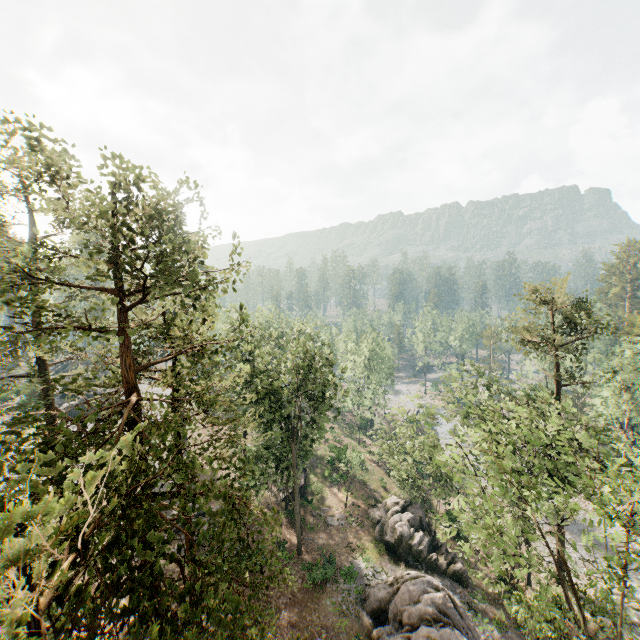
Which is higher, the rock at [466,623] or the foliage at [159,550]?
the foliage at [159,550]

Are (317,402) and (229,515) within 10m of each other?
no

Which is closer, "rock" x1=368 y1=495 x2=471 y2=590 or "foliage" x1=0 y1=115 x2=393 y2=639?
"foliage" x1=0 y1=115 x2=393 y2=639

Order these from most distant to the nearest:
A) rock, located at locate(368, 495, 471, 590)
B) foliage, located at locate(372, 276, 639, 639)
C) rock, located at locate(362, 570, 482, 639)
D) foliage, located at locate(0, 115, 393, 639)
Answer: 1. rock, located at locate(368, 495, 471, 590)
2. rock, located at locate(362, 570, 482, 639)
3. foliage, located at locate(372, 276, 639, 639)
4. foliage, located at locate(0, 115, 393, 639)

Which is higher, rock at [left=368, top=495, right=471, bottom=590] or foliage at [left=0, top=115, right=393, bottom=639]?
foliage at [left=0, top=115, right=393, bottom=639]

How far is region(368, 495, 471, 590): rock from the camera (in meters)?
28.00
